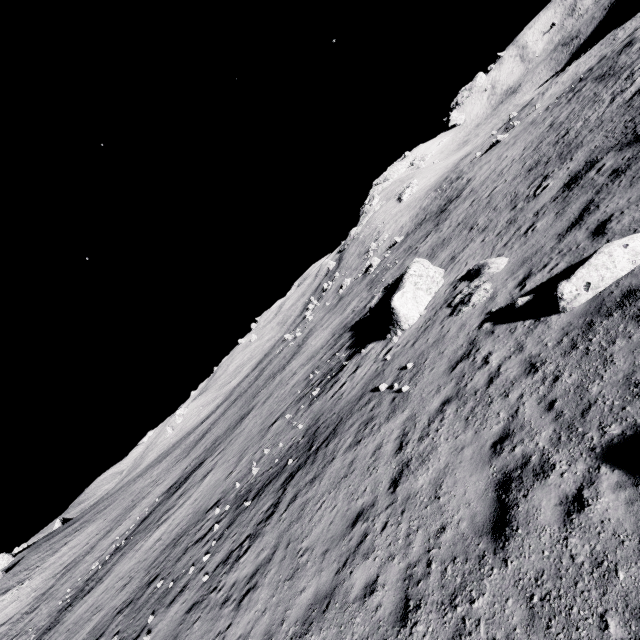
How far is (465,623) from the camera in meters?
4.7

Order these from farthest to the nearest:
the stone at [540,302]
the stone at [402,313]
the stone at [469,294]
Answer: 1. the stone at [402,313]
2. the stone at [469,294]
3. the stone at [540,302]

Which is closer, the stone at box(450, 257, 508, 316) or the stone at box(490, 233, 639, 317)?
the stone at box(490, 233, 639, 317)

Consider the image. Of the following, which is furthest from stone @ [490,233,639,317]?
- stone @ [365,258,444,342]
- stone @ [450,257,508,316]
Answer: stone @ [365,258,444,342]

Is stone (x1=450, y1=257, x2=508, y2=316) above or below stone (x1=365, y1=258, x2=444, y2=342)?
below

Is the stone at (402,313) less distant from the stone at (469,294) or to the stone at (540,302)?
the stone at (469,294)

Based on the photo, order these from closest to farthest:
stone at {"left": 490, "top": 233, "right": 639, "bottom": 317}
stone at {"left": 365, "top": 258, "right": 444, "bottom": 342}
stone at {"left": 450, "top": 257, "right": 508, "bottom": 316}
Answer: stone at {"left": 490, "top": 233, "right": 639, "bottom": 317} → stone at {"left": 450, "top": 257, "right": 508, "bottom": 316} → stone at {"left": 365, "top": 258, "right": 444, "bottom": 342}

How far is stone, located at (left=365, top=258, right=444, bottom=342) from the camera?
17.19m
